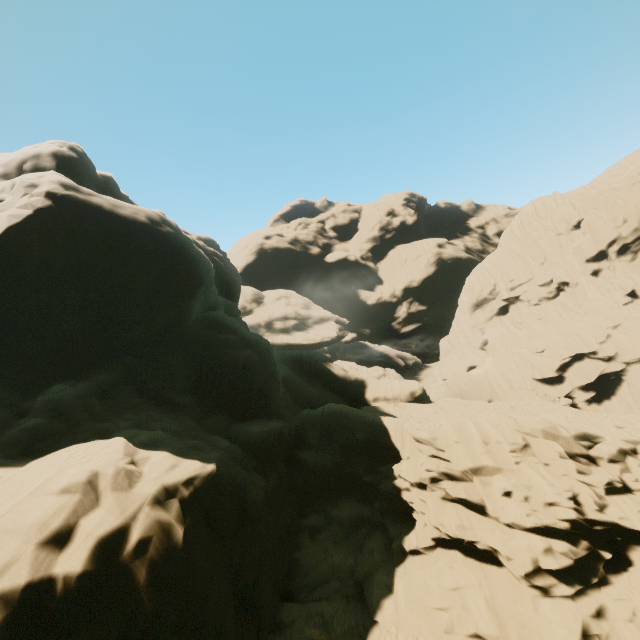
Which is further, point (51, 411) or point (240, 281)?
point (240, 281)
